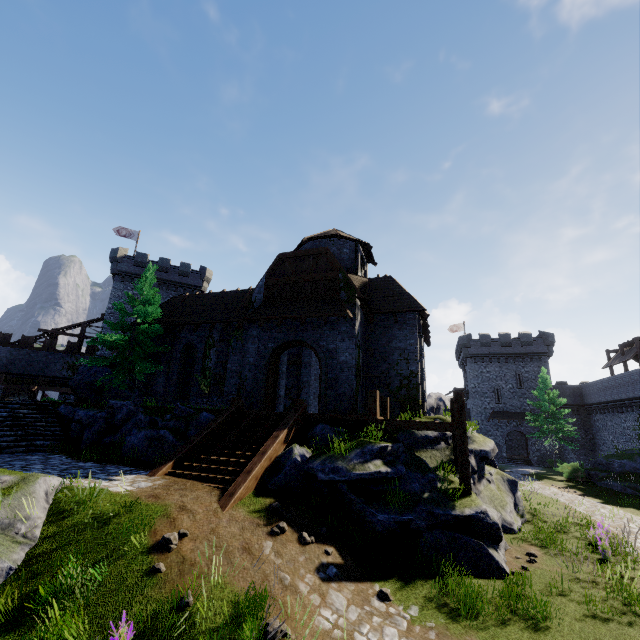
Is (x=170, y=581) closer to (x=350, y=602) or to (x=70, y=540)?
(x=70, y=540)

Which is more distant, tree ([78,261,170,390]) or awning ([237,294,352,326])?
tree ([78,261,170,390])

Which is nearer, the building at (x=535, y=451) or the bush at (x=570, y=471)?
the bush at (x=570, y=471)

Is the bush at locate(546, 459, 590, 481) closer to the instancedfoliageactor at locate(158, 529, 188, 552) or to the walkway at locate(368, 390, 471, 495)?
the walkway at locate(368, 390, 471, 495)

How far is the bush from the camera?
27.8 meters

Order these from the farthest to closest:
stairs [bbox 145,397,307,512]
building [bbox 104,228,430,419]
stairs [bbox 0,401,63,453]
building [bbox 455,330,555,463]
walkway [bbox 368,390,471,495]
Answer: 1. building [bbox 455,330,555,463]
2. building [bbox 104,228,430,419]
3. stairs [bbox 0,401,63,453]
4. walkway [bbox 368,390,471,495]
5. stairs [bbox 145,397,307,512]

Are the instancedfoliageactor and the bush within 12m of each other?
no

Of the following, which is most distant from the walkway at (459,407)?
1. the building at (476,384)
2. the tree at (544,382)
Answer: the building at (476,384)
